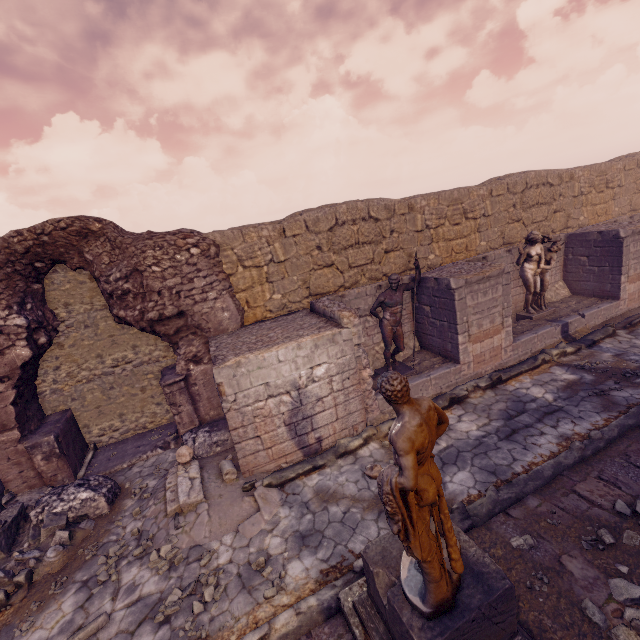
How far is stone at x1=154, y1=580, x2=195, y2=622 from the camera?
4.4 meters

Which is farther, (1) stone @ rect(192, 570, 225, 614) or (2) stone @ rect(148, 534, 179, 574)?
(2) stone @ rect(148, 534, 179, 574)

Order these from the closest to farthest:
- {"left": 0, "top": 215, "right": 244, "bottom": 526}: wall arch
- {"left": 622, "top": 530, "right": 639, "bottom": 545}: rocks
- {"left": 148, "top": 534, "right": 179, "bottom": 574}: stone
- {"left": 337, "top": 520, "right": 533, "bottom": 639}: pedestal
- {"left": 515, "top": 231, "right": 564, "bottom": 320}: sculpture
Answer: {"left": 337, "top": 520, "right": 533, "bottom": 639}: pedestal → {"left": 622, "top": 530, "right": 639, "bottom": 545}: rocks → {"left": 148, "top": 534, "right": 179, "bottom": 574}: stone → {"left": 0, "top": 215, "right": 244, "bottom": 526}: wall arch → {"left": 515, "top": 231, "right": 564, "bottom": 320}: sculpture

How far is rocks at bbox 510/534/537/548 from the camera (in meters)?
4.32

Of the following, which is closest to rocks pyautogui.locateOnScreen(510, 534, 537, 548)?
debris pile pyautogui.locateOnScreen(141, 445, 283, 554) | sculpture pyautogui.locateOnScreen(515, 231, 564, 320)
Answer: debris pile pyautogui.locateOnScreen(141, 445, 283, 554)

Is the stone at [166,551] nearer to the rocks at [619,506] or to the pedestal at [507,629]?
the pedestal at [507,629]

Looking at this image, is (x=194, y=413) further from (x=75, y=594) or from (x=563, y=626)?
(x=563, y=626)

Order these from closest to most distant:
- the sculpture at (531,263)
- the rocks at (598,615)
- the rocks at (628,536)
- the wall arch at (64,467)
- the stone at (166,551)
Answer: the rocks at (598,615) → the rocks at (628,536) → the stone at (166,551) → the wall arch at (64,467) → the sculpture at (531,263)
